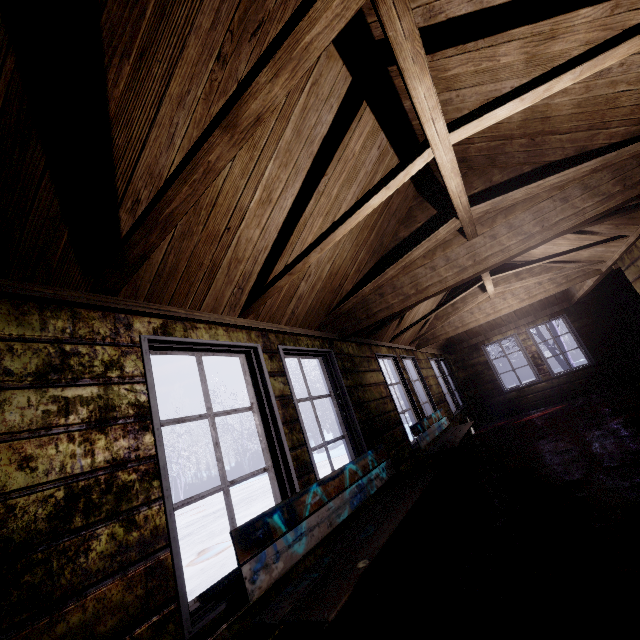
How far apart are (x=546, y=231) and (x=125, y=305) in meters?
3.1

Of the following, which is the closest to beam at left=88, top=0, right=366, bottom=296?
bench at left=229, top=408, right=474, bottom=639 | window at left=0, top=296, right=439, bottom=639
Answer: window at left=0, top=296, right=439, bottom=639

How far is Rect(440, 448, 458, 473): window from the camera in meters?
4.8 m

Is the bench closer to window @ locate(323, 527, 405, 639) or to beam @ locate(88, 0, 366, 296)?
window @ locate(323, 527, 405, 639)

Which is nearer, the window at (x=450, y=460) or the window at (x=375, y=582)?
the window at (x=375, y=582)

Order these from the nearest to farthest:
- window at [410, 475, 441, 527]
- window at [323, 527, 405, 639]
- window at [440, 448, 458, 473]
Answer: window at [323, 527, 405, 639] < window at [410, 475, 441, 527] < window at [440, 448, 458, 473]

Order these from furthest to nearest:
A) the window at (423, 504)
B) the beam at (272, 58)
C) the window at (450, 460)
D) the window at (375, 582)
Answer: the window at (450, 460) → the window at (423, 504) → the window at (375, 582) → the beam at (272, 58)
